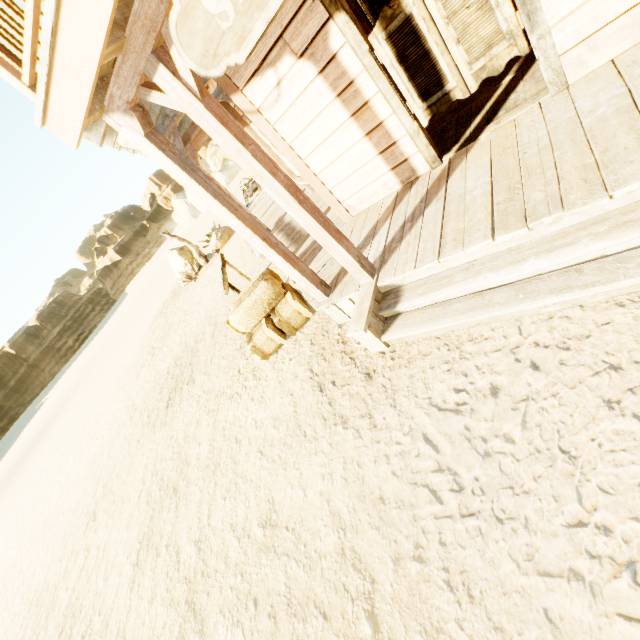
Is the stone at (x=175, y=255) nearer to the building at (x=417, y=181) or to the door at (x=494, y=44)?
the building at (x=417, y=181)

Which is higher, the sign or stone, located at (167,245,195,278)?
the sign

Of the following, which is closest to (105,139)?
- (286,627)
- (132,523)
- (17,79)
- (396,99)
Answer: (17,79)

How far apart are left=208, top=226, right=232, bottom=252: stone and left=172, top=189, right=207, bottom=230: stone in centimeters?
4076cm

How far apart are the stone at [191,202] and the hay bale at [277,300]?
52.4 meters

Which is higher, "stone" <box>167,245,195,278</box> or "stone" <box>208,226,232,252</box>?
"stone" <box>167,245,195,278</box>

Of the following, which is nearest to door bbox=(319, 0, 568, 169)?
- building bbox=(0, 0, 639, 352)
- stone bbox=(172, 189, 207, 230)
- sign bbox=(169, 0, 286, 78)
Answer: building bbox=(0, 0, 639, 352)

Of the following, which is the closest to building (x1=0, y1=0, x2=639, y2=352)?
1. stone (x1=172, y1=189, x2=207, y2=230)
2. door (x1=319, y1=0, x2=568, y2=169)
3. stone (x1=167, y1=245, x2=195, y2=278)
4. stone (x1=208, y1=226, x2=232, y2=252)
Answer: door (x1=319, y1=0, x2=568, y2=169)
